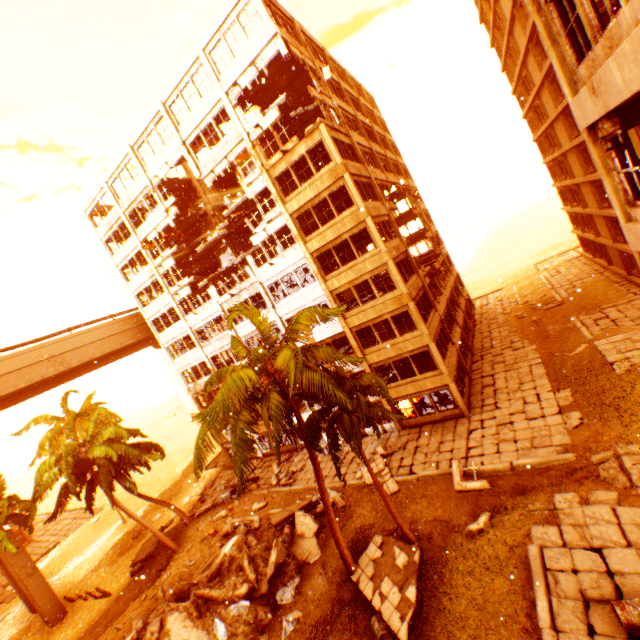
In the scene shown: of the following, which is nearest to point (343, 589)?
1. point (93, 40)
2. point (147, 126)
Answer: point (93, 40)

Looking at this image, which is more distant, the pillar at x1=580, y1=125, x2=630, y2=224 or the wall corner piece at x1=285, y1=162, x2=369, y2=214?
the wall corner piece at x1=285, y1=162, x2=369, y2=214

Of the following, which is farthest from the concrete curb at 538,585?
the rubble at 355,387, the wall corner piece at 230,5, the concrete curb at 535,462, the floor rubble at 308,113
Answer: the floor rubble at 308,113

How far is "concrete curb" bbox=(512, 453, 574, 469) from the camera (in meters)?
14.66

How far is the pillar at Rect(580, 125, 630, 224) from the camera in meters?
7.1 m

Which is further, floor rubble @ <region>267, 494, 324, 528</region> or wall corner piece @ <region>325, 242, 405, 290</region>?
wall corner piece @ <region>325, 242, 405, 290</region>

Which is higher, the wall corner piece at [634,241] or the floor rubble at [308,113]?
the floor rubble at [308,113]

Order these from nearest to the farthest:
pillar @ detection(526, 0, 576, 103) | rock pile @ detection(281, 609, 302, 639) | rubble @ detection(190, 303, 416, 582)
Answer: pillar @ detection(526, 0, 576, 103), rubble @ detection(190, 303, 416, 582), rock pile @ detection(281, 609, 302, 639)
